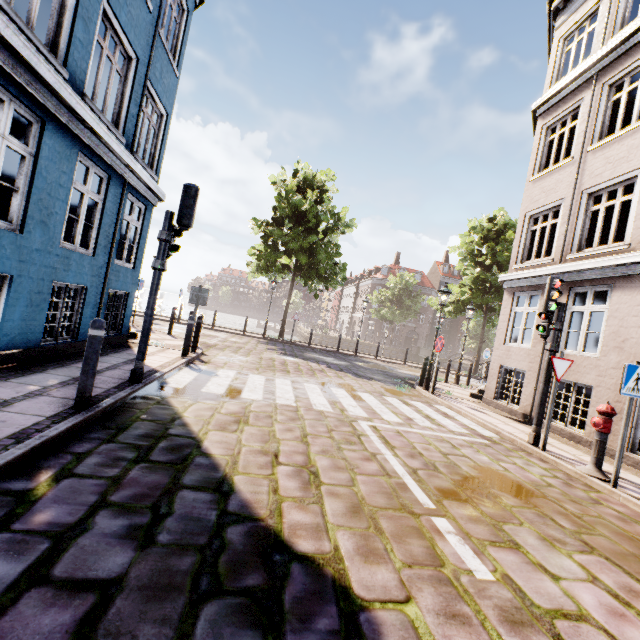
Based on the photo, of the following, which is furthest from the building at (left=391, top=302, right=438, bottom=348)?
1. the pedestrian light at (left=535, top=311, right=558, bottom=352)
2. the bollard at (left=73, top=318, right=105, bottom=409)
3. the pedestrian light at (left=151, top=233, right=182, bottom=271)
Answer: the bollard at (left=73, top=318, right=105, bottom=409)

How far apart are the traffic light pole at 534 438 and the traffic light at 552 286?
0.5m

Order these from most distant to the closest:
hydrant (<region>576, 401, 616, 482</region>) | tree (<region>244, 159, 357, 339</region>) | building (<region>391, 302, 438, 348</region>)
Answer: building (<region>391, 302, 438, 348</region>) → tree (<region>244, 159, 357, 339</region>) → hydrant (<region>576, 401, 616, 482</region>)

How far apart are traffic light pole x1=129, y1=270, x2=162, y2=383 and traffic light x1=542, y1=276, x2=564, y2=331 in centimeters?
739cm

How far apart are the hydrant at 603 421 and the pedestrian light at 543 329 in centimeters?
131cm

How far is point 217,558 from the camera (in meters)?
2.22

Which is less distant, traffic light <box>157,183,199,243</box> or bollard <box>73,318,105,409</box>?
bollard <box>73,318,105,409</box>

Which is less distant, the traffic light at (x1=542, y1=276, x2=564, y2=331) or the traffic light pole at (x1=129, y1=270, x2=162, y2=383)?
the traffic light pole at (x1=129, y1=270, x2=162, y2=383)
